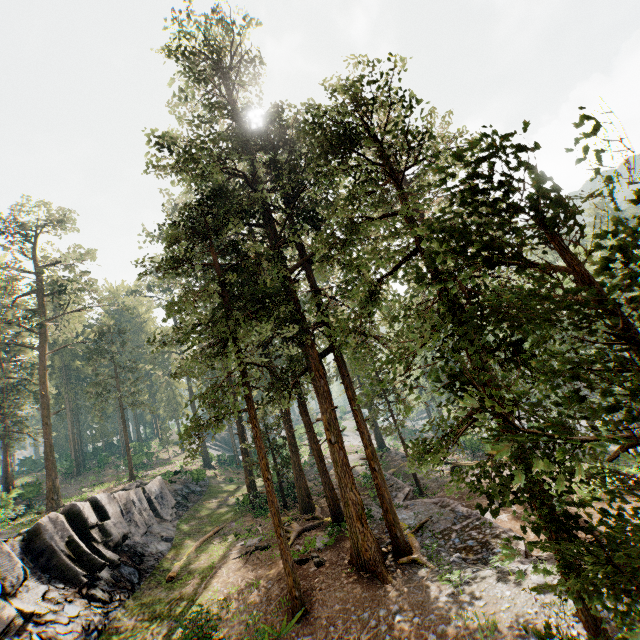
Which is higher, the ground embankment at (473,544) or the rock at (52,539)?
the rock at (52,539)

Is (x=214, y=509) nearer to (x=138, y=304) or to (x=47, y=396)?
(x=47, y=396)

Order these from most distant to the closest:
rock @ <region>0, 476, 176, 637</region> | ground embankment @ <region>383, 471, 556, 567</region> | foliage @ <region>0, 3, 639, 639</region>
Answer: A: rock @ <region>0, 476, 176, 637</region>, ground embankment @ <region>383, 471, 556, 567</region>, foliage @ <region>0, 3, 639, 639</region>

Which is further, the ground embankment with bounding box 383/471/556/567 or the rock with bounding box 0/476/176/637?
the rock with bounding box 0/476/176/637

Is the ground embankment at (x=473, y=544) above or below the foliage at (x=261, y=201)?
below

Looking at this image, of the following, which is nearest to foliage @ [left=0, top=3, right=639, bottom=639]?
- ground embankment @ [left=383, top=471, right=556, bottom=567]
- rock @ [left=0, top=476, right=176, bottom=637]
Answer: ground embankment @ [left=383, top=471, right=556, bottom=567]
